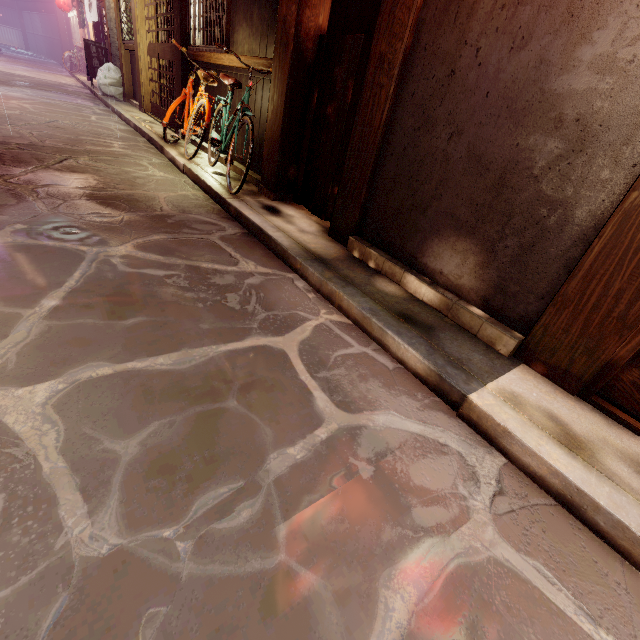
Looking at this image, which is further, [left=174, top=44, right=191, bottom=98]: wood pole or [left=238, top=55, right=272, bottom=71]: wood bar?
[left=174, top=44, right=191, bottom=98]: wood pole

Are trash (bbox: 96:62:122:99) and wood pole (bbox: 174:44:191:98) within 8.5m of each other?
no

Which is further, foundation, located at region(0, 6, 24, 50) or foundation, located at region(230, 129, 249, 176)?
foundation, located at region(0, 6, 24, 50)

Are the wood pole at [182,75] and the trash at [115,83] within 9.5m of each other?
no

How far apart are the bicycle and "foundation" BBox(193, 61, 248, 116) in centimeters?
10cm

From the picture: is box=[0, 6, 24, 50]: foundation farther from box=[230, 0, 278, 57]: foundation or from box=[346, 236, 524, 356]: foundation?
box=[346, 236, 524, 356]: foundation

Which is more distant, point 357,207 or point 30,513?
point 357,207

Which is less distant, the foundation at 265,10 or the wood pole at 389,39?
the wood pole at 389,39
